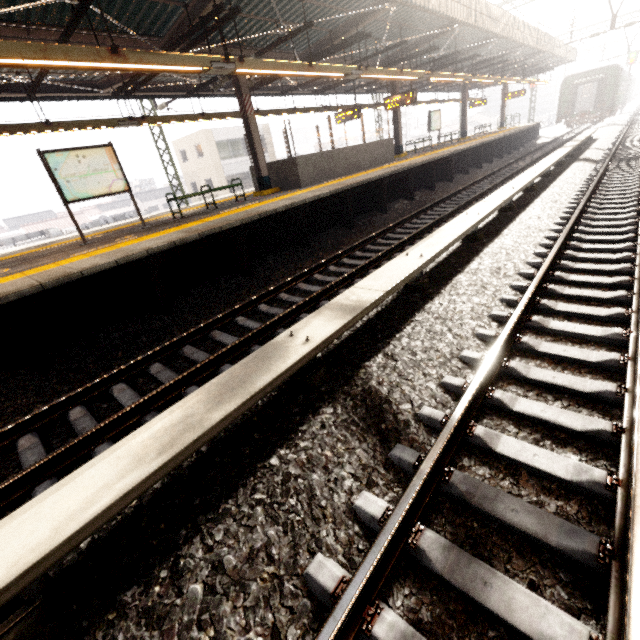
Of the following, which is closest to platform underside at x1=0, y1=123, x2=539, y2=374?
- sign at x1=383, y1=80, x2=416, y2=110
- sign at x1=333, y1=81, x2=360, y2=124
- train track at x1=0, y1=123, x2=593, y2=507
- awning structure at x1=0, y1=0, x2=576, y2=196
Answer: train track at x1=0, y1=123, x2=593, y2=507

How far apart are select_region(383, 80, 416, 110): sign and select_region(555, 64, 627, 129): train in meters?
25.9 m

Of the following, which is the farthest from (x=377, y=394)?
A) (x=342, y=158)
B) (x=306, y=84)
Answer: (x=306, y=84)

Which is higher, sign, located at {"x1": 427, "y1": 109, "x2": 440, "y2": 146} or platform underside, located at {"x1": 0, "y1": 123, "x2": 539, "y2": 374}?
sign, located at {"x1": 427, "y1": 109, "x2": 440, "y2": 146}

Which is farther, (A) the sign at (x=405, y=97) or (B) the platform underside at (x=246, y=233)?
(A) the sign at (x=405, y=97)

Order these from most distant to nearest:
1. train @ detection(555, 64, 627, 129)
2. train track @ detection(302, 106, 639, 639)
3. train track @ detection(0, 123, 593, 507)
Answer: train @ detection(555, 64, 627, 129), train track @ detection(0, 123, 593, 507), train track @ detection(302, 106, 639, 639)

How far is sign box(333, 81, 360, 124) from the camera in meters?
15.6 m

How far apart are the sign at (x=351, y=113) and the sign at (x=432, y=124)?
6.0m
